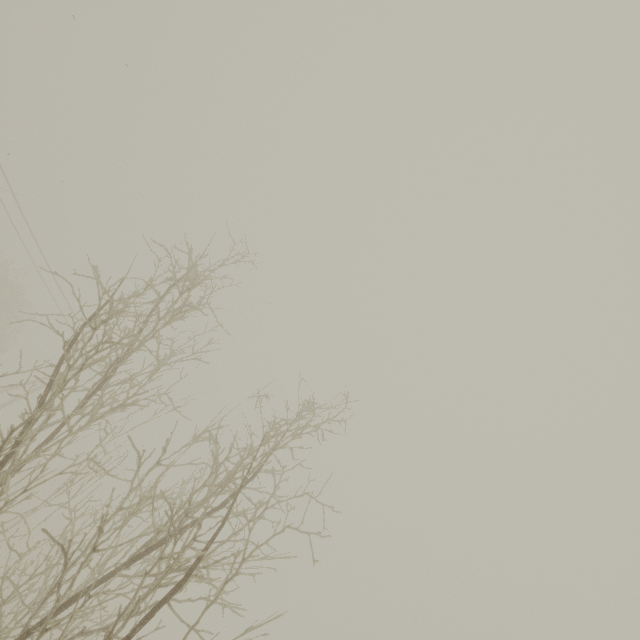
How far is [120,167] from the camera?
10.65m
